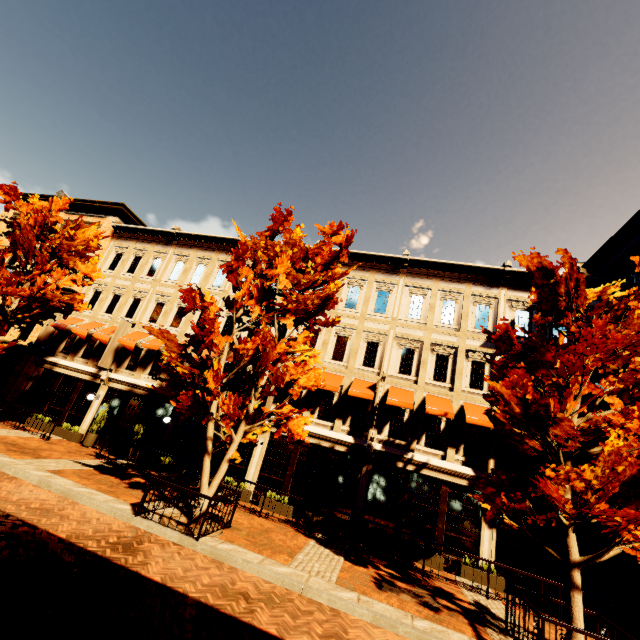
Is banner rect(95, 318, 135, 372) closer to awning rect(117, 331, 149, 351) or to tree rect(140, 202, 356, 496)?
awning rect(117, 331, 149, 351)

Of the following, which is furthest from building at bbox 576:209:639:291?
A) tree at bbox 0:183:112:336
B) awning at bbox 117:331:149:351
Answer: tree at bbox 0:183:112:336

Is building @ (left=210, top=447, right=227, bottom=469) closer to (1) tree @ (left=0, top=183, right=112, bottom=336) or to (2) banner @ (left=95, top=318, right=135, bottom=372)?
→ (2) banner @ (left=95, top=318, right=135, bottom=372)

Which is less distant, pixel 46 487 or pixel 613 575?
pixel 46 487

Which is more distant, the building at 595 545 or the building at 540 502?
the building at 540 502

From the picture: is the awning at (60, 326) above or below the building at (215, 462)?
above

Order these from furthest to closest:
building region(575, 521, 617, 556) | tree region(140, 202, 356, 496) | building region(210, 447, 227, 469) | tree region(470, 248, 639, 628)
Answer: building region(210, 447, 227, 469), building region(575, 521, 617, 556), tree region(140, 202, 356, 496), tree region(470, 248, 639, 628)
